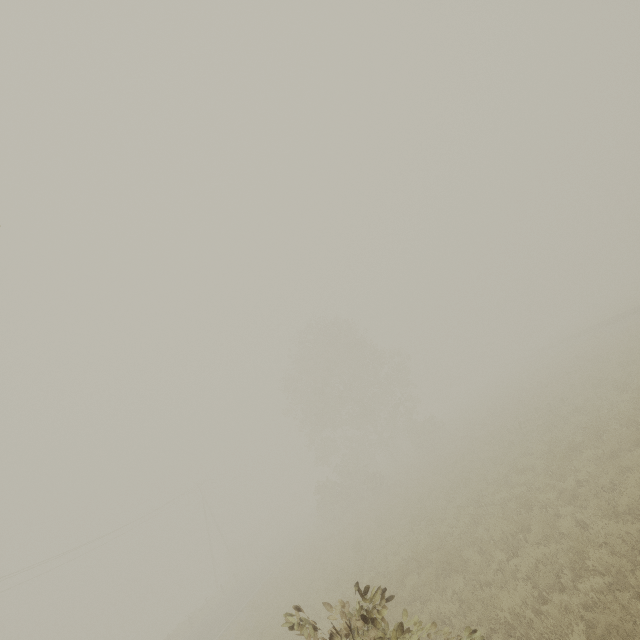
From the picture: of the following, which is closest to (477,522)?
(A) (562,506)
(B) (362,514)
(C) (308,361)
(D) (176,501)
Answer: (A) (562,506)
